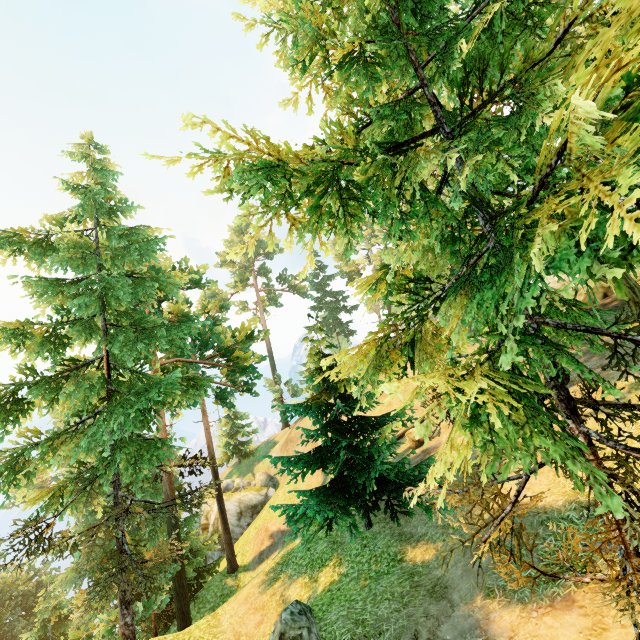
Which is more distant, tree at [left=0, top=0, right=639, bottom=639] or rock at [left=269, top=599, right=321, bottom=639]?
rock at [left=269, top=599, right=321, bottom=639]

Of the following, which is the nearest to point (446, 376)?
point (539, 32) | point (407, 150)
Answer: point (407, 150)

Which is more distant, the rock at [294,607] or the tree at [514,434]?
the rock at [294,607]
